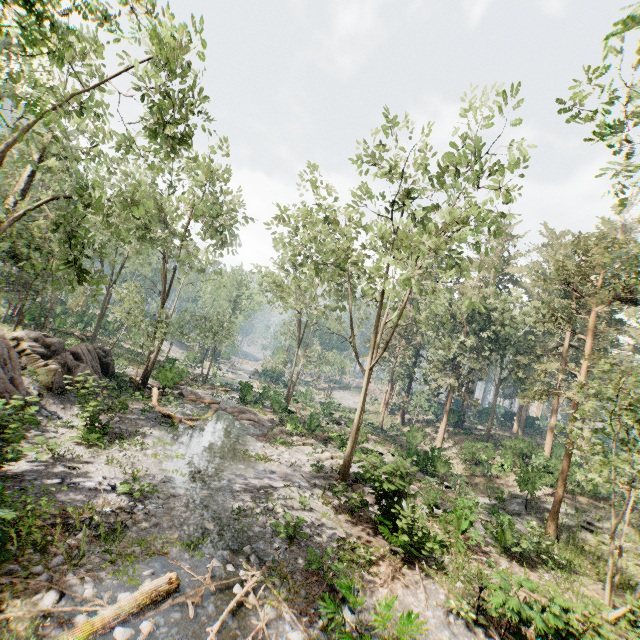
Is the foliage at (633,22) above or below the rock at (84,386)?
above

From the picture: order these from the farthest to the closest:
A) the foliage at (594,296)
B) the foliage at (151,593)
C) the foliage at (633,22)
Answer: the foliage at (594,296), the foliage at (633,22), the foliage at (151,593)

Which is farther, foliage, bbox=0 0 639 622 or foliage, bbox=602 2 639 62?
foliage, bbox=0 0 639 622

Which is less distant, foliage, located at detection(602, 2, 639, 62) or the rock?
foliage, located at detection(602, 2, 639, 62)

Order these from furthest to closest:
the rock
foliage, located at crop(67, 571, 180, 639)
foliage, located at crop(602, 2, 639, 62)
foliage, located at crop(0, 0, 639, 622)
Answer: the rock, foliage, located at crop(0, 0, 639, 622), foliage, located at crop(602, 2, 639, 62), foliage, located at crop(67, 571, 180, 639)

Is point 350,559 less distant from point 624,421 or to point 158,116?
point 624,421
